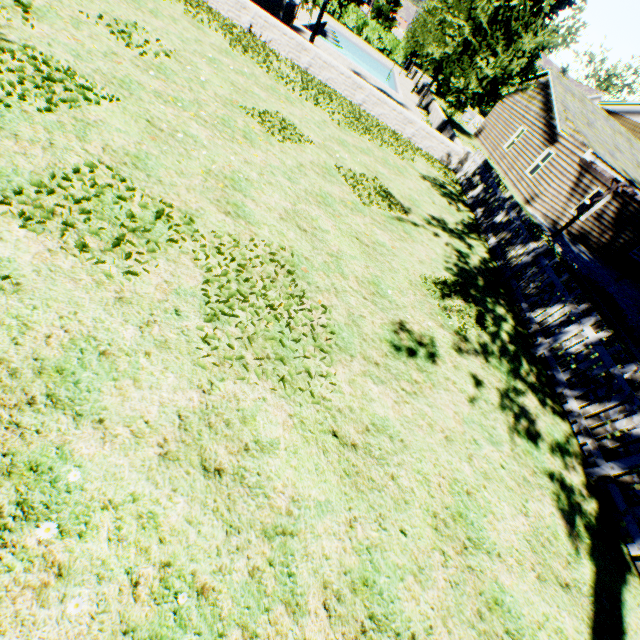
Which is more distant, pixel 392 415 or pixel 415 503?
pixel 392 415

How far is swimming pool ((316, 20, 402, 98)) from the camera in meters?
24.6 m

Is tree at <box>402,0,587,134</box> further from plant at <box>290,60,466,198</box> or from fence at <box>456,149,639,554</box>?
plant at <box>290,60,466,198</box>

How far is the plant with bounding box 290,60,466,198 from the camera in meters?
11.0

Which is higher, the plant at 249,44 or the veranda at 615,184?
the veranda at 615,184

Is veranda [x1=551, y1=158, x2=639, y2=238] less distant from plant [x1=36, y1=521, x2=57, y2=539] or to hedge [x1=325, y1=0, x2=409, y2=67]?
plant [x1=36, y1=521, x2=57, y2=539]
